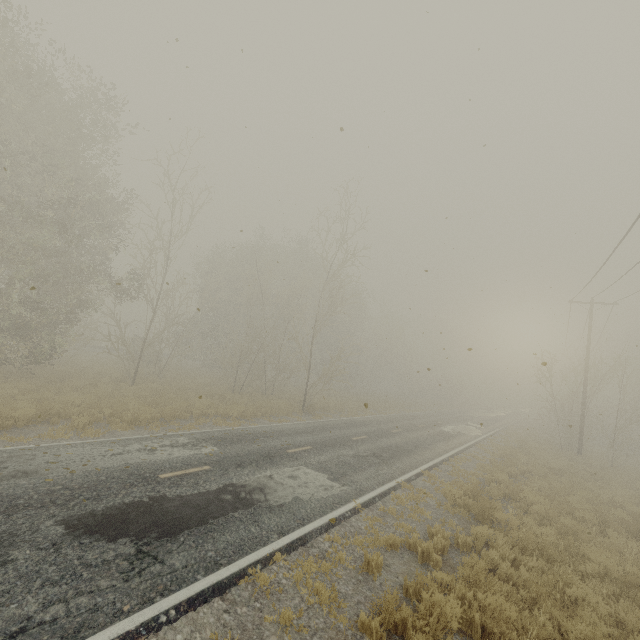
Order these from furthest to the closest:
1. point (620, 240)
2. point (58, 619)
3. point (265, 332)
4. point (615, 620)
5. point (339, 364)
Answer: point (339, 364) < point (265, 332) < point (620, 240) < point (615, 620) < point (58, 619)
